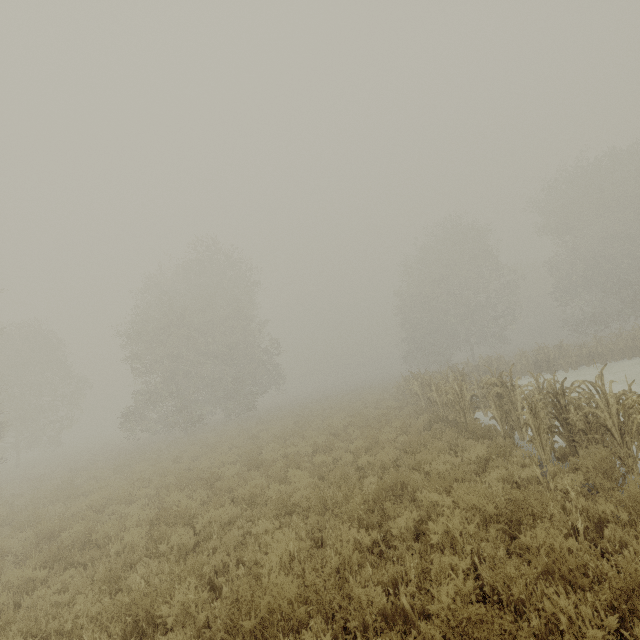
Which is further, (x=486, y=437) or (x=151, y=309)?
(x=151, y=309)

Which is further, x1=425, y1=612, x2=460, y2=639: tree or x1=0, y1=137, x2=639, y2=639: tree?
x1=0, y1=137, x2=639, y2=639: tree

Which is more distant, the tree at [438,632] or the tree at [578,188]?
the tree at [578,188]
